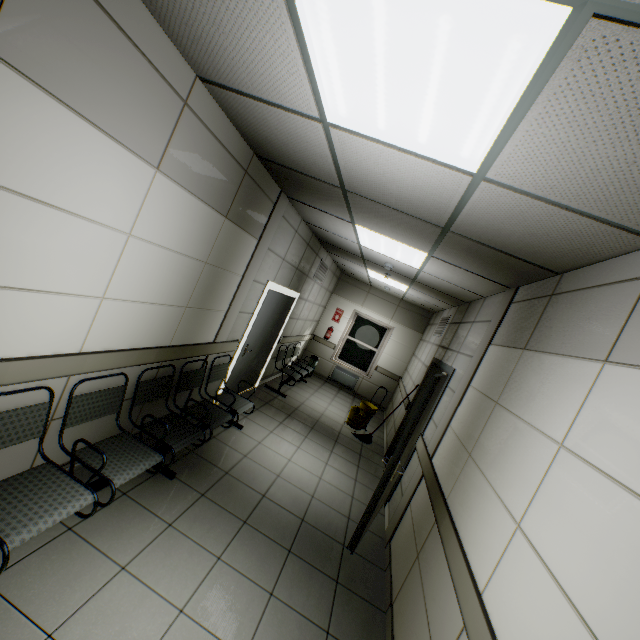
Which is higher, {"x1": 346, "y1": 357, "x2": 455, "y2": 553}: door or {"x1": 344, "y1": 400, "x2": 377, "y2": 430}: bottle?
{"x1": 346, "y1": 357, "x2": 455, "y2": 553}: door

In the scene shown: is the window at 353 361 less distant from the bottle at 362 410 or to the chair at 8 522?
the bottle at 362 410

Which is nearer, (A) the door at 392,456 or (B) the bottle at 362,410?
(A) the door at 392,456

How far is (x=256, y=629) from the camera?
2.2 meters

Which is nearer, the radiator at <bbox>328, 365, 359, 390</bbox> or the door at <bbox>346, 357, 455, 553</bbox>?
the door at <bbox>346, 357, 455, 553</bbox>

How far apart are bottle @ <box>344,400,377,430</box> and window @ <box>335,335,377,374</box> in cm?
242

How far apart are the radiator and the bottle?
2.3 meters

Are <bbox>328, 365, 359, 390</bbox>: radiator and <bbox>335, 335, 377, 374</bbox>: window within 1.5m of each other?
yes
